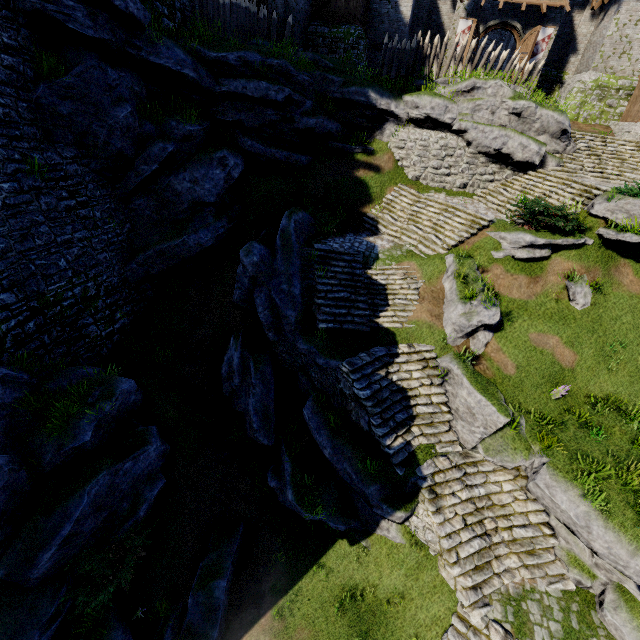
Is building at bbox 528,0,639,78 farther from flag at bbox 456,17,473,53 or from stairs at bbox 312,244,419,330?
stairs at bbox 312,244,419,330

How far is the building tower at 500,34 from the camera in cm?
3125

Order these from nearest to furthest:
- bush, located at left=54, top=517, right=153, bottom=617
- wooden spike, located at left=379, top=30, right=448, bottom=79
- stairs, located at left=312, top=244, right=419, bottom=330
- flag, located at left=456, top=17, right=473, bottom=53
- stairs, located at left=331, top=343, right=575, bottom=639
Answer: bush, located at left=54, top=517, right=153, bottom=617 < stairs, located at left=331, top=343, right=575, bottom=639 < stairs, located at left=312, top=244, right=419, bottom=330 < wooden spike, located at left=379, top=30, right=448, bottom=79 < flag, located at left=456, top=17, right=473, bottom=53

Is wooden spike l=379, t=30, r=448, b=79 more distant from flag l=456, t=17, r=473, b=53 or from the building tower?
the building tower

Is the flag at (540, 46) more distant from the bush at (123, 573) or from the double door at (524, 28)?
the bush at (123, 573)

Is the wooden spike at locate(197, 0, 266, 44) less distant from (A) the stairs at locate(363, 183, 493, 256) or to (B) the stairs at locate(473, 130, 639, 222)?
(A) the stairs at locate(363, 183, 493, 256)

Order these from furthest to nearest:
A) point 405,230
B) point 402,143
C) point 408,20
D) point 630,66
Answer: point 408,20 < point 630,66 < point 402,143 < point 405,230

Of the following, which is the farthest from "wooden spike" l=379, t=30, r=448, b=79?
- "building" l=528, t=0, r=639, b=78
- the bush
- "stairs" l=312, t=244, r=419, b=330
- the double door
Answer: the bush
